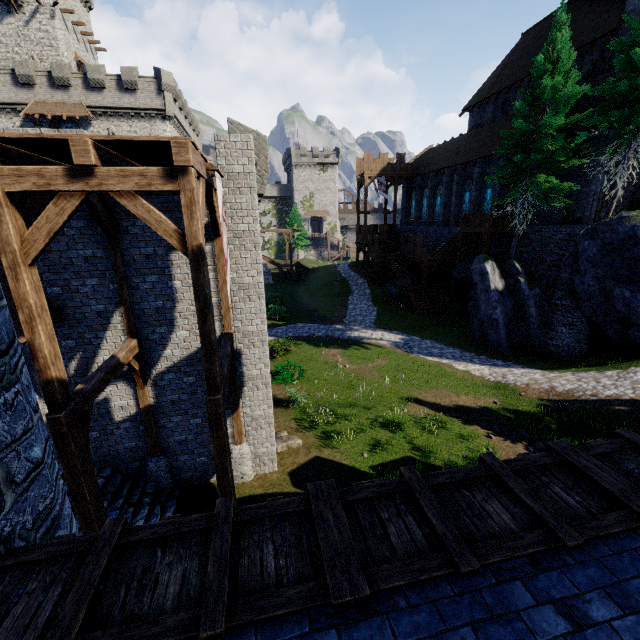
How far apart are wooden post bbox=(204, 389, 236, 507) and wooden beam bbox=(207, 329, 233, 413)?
0.0m

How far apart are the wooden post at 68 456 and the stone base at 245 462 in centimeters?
400cm

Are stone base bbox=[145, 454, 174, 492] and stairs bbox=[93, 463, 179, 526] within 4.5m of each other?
yes

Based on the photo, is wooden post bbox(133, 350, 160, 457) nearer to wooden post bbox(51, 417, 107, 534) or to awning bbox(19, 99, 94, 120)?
wooden post bbox(51, 417, 107, 534)

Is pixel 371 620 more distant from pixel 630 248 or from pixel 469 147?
pixel 469 147

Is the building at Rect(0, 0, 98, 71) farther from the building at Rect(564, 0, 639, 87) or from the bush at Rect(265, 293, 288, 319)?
the building at Rect(564, 0, 639, 87)

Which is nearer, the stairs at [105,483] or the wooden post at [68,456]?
the wooden post at [68,456]

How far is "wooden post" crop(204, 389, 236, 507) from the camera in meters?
6.2 m
